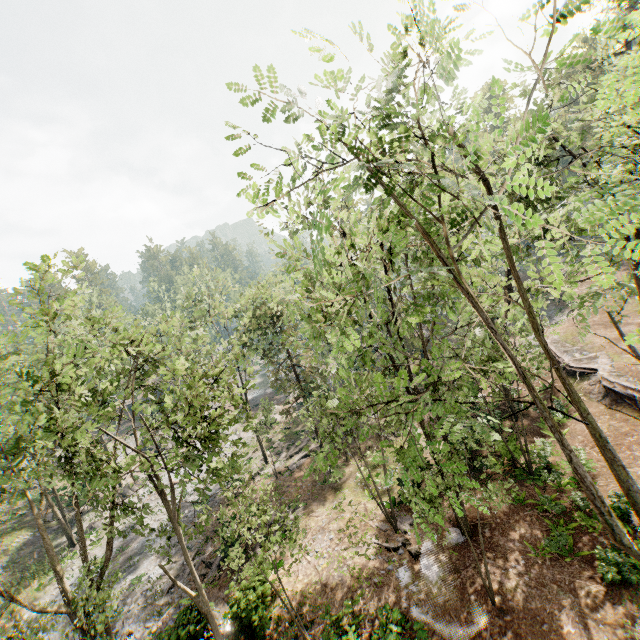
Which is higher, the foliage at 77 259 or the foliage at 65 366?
the foliage at 77 259

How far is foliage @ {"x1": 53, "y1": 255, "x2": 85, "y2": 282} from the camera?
12.2 meters

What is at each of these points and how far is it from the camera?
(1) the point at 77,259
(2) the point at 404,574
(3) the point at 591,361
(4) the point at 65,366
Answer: (1) foliage, 13.59m
(2) rock, 15.12m
(3) ground embankment, 25.05m
(4) foliage, 16.05m

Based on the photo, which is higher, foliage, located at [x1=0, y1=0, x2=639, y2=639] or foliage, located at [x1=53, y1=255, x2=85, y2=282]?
foliage, located at [x1=53, y1=255, x2=85, y2=282]

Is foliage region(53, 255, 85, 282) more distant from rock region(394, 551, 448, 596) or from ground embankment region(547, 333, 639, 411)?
rock region(394, 551, 448, 596)

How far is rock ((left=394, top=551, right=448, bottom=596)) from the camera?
14.23m

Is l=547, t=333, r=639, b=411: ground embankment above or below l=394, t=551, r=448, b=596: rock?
above

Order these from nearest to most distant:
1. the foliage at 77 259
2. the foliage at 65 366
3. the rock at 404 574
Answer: the foliage at 65 366
the foliage at 77 259
the rock at 404 574
